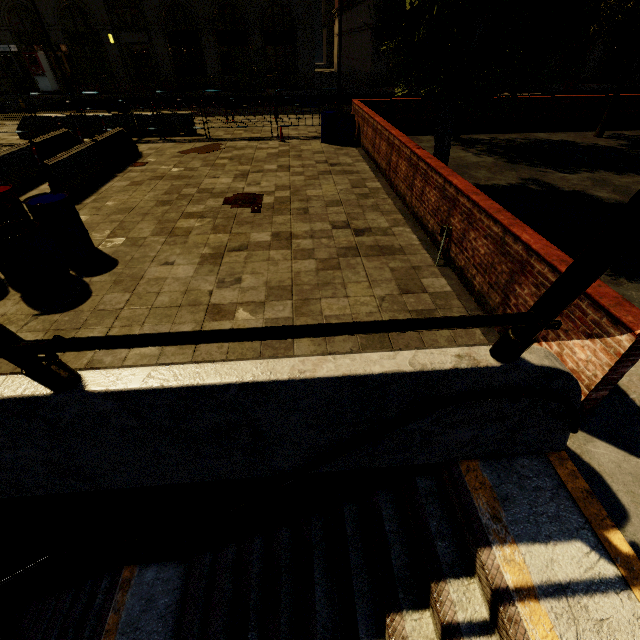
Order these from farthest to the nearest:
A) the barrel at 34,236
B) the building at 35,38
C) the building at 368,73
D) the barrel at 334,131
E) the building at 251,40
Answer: the building at 368,73 → the building at 251,40 → the building at 35,38 → the barrel at 334,131 → the barrel at 34,236

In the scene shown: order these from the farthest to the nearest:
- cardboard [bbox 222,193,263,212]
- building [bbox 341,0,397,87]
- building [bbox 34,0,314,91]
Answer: building [bbox 341,0,397,87] → building [bbox 34,0,314,91] → cardboard [bbox 222,193,263,212]

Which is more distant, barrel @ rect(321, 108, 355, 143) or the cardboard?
barrel @ rect(321, 108, 355, 143)

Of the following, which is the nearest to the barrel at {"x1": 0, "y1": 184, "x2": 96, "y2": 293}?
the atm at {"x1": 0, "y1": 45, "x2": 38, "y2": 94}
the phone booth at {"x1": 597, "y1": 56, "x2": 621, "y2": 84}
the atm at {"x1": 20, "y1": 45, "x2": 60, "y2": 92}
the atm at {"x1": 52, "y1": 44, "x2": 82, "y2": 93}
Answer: the atm at {"x1": 52, "y1": 44, "x2": 82, "y2": 93}

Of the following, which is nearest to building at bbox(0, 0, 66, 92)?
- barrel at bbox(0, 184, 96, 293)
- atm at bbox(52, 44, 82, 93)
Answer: atm at bbox(52, 44, 82, 93)

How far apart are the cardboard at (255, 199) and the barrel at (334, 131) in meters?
5.9

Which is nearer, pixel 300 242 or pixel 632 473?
pixel 632 473

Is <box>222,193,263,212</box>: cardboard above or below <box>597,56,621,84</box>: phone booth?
below
